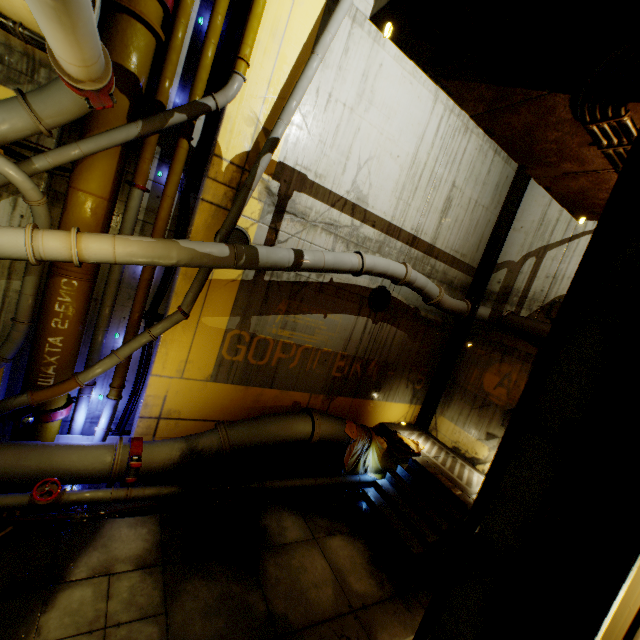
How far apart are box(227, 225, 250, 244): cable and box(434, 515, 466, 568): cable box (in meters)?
6.23

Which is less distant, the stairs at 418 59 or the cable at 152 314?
the stairs at 418 59

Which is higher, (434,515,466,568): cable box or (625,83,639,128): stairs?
(625,83,639,128): stairs

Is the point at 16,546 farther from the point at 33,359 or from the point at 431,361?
the point at 431,361

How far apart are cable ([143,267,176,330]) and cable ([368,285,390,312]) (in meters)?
5.19

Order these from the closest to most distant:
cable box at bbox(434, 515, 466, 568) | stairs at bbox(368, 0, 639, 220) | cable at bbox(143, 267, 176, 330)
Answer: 1. stairs at bbox(368, 0, 639, 220)
2. cable box at bbox(434, 515, 466, 568)
3. cable at bbox(143, 267, 176, 330)

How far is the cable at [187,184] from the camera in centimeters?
676cm

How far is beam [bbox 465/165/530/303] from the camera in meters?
10.9 m
